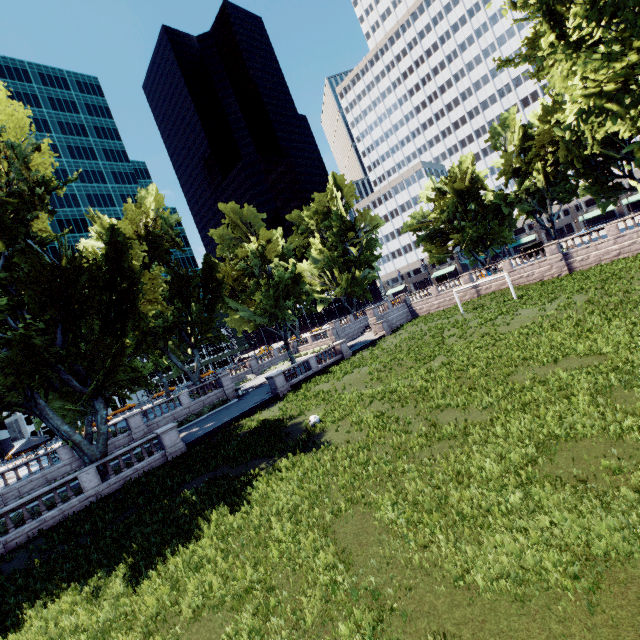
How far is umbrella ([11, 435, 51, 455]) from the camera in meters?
28.4 m

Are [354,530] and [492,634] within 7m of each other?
yes

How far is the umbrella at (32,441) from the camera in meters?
28.4 m

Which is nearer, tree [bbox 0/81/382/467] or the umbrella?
tree [bbox 0/81/382/467]

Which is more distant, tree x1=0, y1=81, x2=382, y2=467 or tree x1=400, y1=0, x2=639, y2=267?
tree x1=0, y1=81, x2=382, y2=467

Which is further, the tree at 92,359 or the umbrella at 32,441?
the umbrella at 32,441

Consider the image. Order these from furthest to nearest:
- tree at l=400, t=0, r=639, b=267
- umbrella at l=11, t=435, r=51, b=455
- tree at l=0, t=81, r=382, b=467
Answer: umbrella at l=11, t=435, r=51, b=455 → tree at l=0, t=81, r=382, b=467 → tree at l=400, t=0, r=639, b=267
